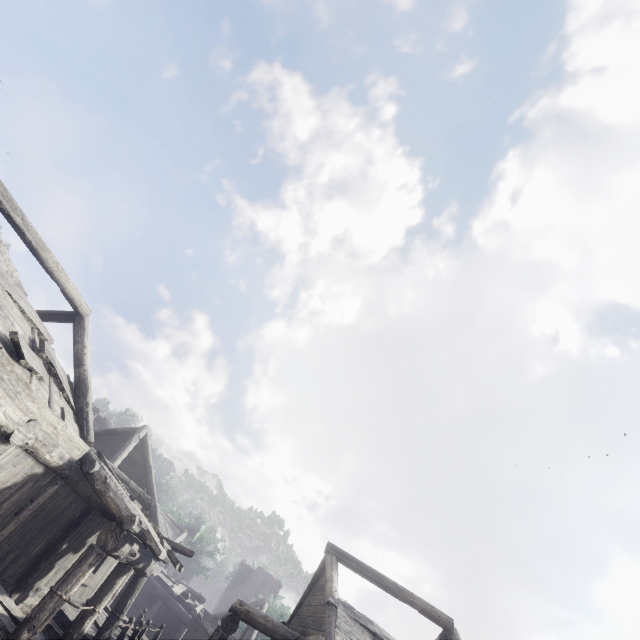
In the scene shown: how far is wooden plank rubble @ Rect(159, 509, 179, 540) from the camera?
27.7m

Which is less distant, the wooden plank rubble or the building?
the building

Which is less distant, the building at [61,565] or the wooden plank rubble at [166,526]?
the building at [61,565]

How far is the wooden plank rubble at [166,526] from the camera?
27.7 meters

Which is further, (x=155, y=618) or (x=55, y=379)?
(x=155, y=618)
